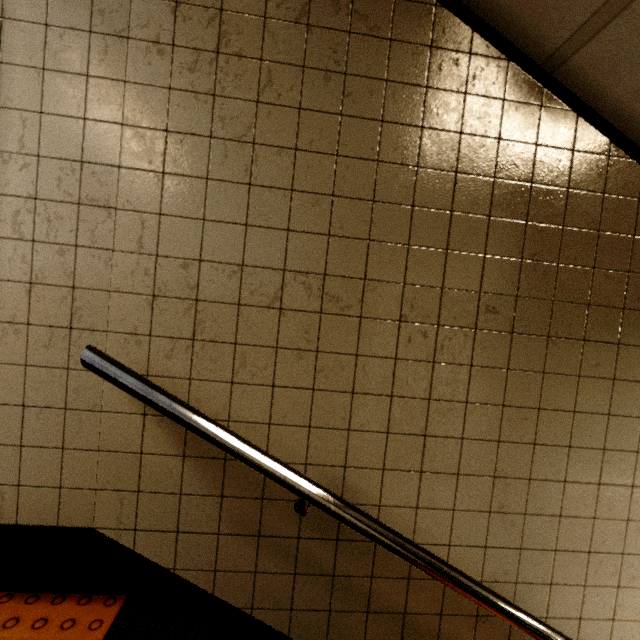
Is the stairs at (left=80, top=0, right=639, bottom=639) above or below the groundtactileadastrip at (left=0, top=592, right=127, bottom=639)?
above

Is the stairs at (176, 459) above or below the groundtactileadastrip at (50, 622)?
above

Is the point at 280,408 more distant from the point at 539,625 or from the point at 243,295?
the point at 539,625
